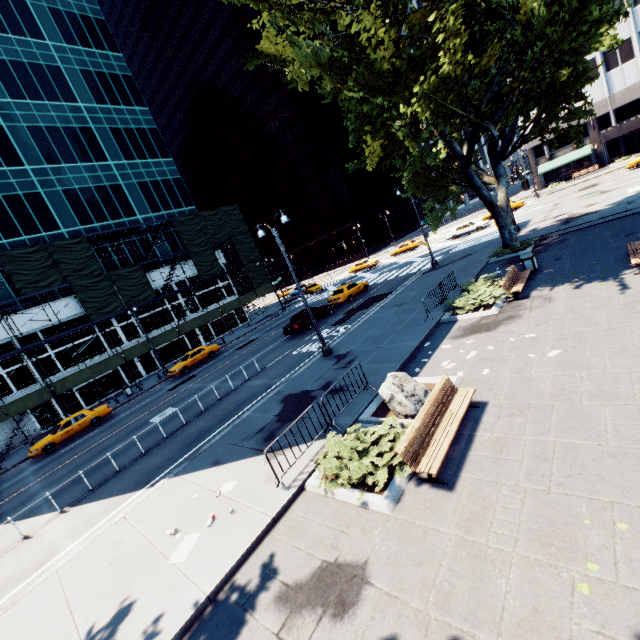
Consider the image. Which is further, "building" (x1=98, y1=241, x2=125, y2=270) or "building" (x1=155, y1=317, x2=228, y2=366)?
"building" (x1=155, y1=317, x2=228, y2=366)

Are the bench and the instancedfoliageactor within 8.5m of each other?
yes

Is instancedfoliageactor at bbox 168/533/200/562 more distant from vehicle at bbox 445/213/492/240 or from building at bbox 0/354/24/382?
vehicle at bbox 445/213/492/240

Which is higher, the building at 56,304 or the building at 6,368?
the building at 56,304

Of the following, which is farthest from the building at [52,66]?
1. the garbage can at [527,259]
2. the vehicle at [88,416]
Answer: the garbage can at [527,259]

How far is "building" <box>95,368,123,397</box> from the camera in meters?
33.7

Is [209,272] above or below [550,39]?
below
